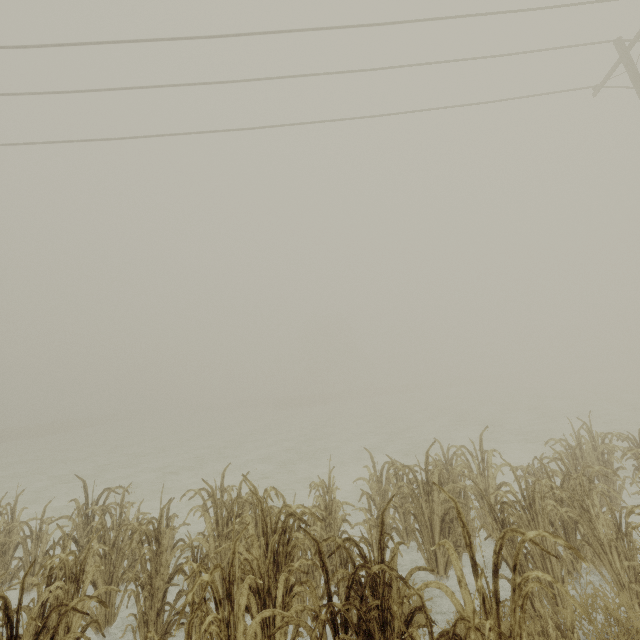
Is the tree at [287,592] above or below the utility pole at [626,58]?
below

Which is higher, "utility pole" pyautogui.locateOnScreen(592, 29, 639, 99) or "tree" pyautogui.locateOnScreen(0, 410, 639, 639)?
"utility pole" pyautogui.locateOnScreen(592, 29, 639, 99)

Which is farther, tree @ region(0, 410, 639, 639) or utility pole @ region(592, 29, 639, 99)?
utility pole @ region(592, 29, 639, 99)

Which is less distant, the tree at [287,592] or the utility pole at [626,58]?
the tree at [287,592]

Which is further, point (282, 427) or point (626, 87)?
point (282, 427)
